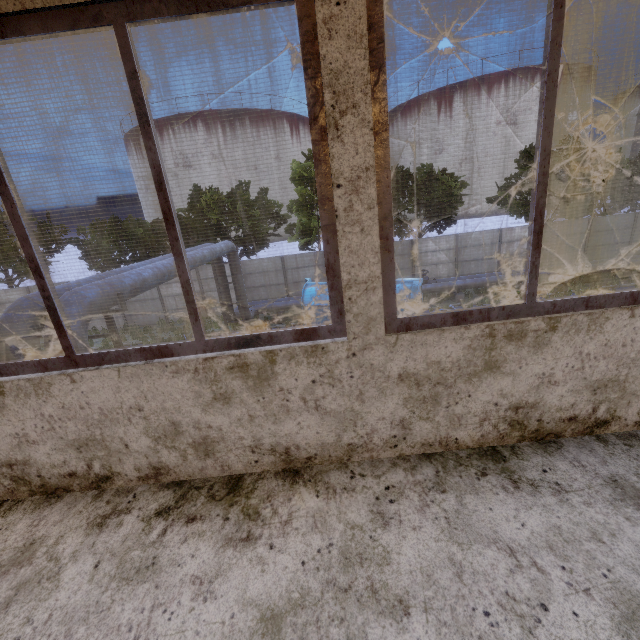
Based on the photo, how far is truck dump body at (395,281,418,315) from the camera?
13.4m

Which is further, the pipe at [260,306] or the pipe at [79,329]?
the pipe at [260,306]

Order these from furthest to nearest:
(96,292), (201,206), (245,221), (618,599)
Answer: (245,221), (201,206), (96,292), (618,599)

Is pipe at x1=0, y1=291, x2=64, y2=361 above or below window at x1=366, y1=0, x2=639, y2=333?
below

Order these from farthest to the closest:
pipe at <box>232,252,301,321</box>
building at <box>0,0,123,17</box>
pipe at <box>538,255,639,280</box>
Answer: pipe at <box>538,255,639,280</box> < pipe at <box>232,252,301,321</box> < building at <box>0,0,123,17</box>

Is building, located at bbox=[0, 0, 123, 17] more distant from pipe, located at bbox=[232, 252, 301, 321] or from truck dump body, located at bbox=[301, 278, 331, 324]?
truck dump body, located at bbox=[301, 278, 331, 324]

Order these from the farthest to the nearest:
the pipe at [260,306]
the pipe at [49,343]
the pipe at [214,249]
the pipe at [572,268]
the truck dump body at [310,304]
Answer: the pipe at [572,268] → the pipe at [260,306] → the truck dump body at [310,304] → the pipe at [214,249] → the pipe at [49,343]

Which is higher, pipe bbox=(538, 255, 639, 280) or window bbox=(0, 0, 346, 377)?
window bbox=(0, 0, 346, 377)
